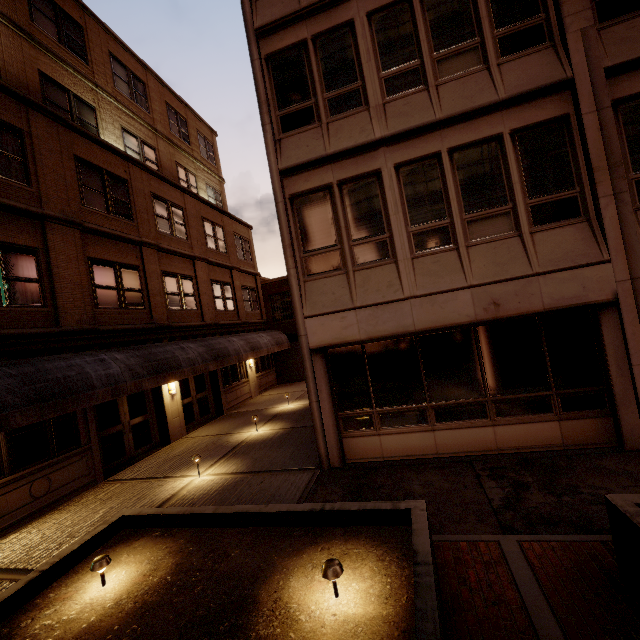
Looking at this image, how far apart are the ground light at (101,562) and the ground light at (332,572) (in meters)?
2.78

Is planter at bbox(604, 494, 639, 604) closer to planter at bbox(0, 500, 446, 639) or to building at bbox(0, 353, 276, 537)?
planter at bbox(0, 500, 446, 639)

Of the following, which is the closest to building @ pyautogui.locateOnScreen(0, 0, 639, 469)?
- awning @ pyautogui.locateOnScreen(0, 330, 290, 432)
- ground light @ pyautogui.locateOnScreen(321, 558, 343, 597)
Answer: ground light @ pyautogui.locateOnScreen(321, 558, 343, 597)

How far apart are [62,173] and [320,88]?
8.7m

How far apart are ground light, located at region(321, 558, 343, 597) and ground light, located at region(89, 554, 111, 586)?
2.8 meters

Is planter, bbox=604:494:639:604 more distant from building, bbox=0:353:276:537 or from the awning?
building, bbox=0:353:276:537

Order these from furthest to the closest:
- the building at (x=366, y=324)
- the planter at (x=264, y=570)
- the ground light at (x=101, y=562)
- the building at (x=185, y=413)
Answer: the building at (x=185, y=413)
the building at (x=366, y=324)
the ground light at (x=101, y=562)
the planter at (x=264, y=570)

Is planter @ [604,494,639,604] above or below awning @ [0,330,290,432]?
below
